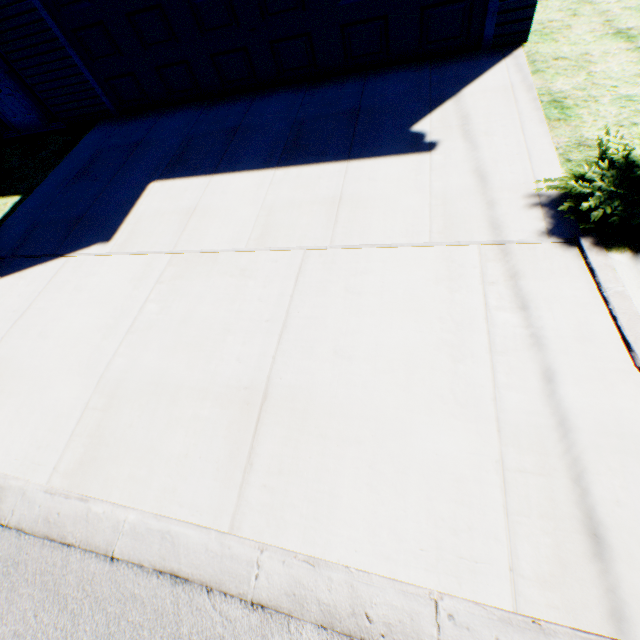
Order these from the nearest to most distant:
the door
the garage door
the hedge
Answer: the hedge, the garage door, the door

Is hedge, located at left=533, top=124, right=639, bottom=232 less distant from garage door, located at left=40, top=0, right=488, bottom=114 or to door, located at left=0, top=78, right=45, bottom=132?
garage door, located at left=40, top=0, right=488, bottom=114

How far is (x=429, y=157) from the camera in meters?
4.7 m

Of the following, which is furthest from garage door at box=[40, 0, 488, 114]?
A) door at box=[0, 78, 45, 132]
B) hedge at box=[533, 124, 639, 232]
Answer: hedge at box=[533, 124, 639, 232]

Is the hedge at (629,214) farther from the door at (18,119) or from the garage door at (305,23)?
the door at (18,119)

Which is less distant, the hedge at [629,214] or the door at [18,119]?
Result: the hedge at [629,214]
